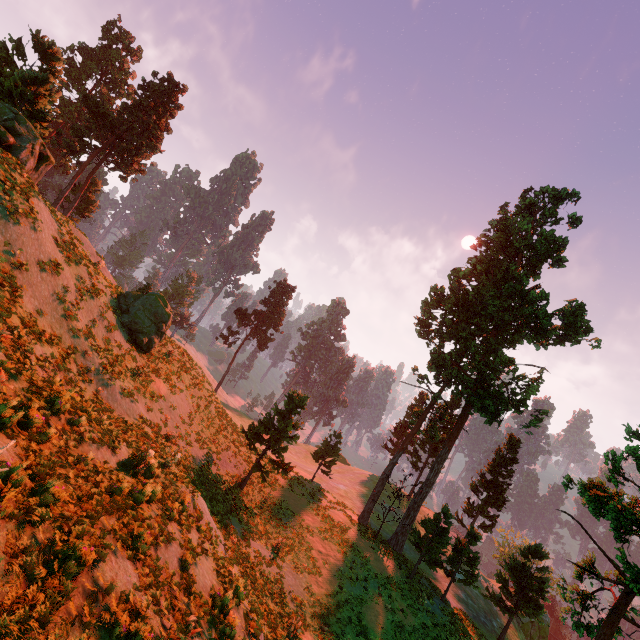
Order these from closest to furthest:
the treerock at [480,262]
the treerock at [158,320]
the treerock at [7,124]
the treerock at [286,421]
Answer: the treerock at [7,124] → the treerock at [158,320] → the treerock at [286,421] → the treerock at [480,262]

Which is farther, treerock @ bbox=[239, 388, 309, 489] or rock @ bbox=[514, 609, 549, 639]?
rock @ bbox=[514, 609, 549, 639]

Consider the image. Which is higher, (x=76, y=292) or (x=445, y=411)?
(x=445, y=411)

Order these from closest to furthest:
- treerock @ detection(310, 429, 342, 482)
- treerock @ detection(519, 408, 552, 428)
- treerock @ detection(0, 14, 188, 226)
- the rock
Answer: treerock @ detection(0, 14, 188, 226) → treerock @ detection(519, 408, 552, 428) → the rock → treerock @ detection(310, 429, 342, 482)

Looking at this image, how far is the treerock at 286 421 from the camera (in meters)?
24.17

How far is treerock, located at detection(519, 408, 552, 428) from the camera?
24.7 meters

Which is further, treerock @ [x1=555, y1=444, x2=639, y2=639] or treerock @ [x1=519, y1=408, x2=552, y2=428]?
treerock @ [x1=519, y1=408, x2=552, y2=428]
